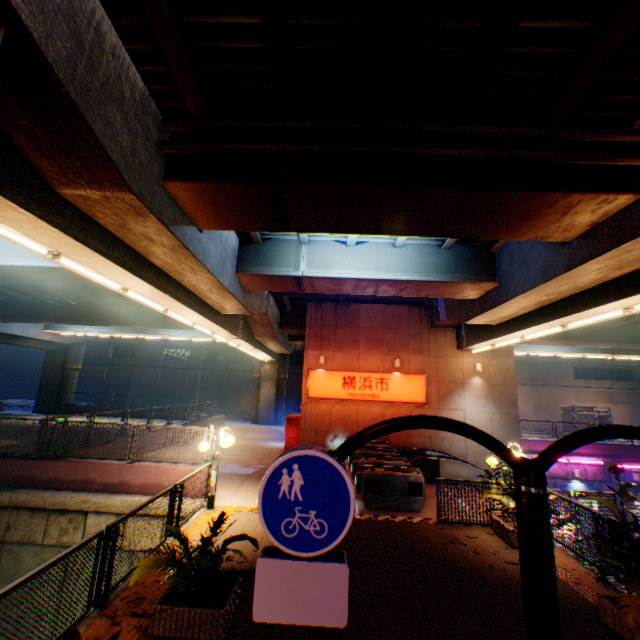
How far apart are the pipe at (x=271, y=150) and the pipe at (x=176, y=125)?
0.32m

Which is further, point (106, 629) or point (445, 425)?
point (106, 629)

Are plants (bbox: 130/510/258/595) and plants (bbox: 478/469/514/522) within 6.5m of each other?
yes

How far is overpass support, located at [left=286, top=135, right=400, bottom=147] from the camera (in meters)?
6.77

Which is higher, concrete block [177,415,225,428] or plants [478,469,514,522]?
plants [478,469,514,522]

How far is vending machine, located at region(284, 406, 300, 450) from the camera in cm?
1805

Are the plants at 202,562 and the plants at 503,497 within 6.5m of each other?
yes

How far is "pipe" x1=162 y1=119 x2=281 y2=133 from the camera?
6.50m
